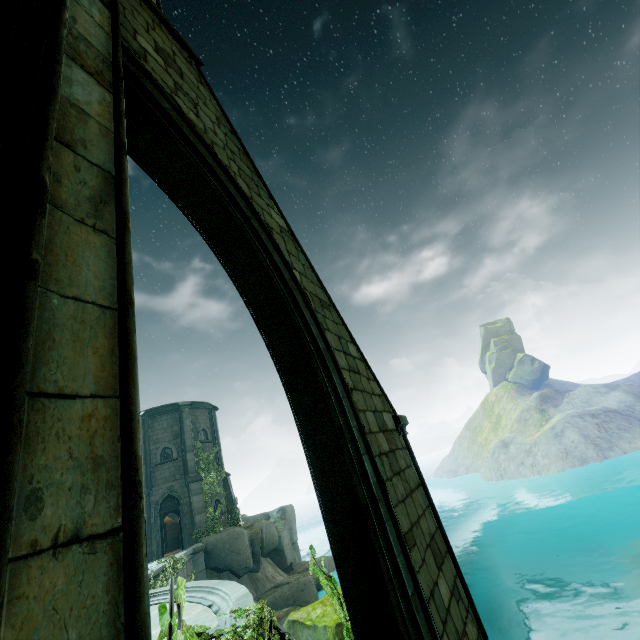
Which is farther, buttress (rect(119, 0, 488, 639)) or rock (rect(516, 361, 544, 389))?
rock (rect(516, 361, 544, 389))

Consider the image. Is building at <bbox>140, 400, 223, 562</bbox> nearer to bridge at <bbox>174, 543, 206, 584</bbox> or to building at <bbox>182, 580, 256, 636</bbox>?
bridge at <bbox>174, 543, 206, 584</bbox>

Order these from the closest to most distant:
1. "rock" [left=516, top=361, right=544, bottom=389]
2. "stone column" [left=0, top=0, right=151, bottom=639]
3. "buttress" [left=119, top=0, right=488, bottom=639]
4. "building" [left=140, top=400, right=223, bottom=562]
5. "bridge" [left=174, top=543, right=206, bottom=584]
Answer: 1. "stone column" [left=0, top=0, right=151, bottom=639]
2. "buttress" [left=119, top=0, right=488, bottom=639]
3. "bridge" [left=174, top=543, right=206, bottom=584]
4. "building" [left=140, top=400, right=223, bottom=562]
5. "rock" [left=516, top=361, right=544, bottom=389]

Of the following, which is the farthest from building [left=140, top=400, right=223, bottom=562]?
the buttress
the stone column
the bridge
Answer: the stone column

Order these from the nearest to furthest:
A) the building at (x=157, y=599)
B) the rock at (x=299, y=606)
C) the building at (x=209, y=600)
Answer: the building at (x=209, y=600)
the building at (x=157, y=599)
the rock at (x=299, y=606)

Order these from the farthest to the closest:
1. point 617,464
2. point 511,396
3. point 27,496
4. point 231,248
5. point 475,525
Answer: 1. point 511,396
2. point 475,525
3. point 617,464
4. point 231,248
5. point 27,496

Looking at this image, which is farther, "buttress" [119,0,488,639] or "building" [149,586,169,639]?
"building" [149,586,169,639]

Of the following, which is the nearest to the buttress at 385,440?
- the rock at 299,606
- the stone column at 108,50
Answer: the stone column at 108,50
